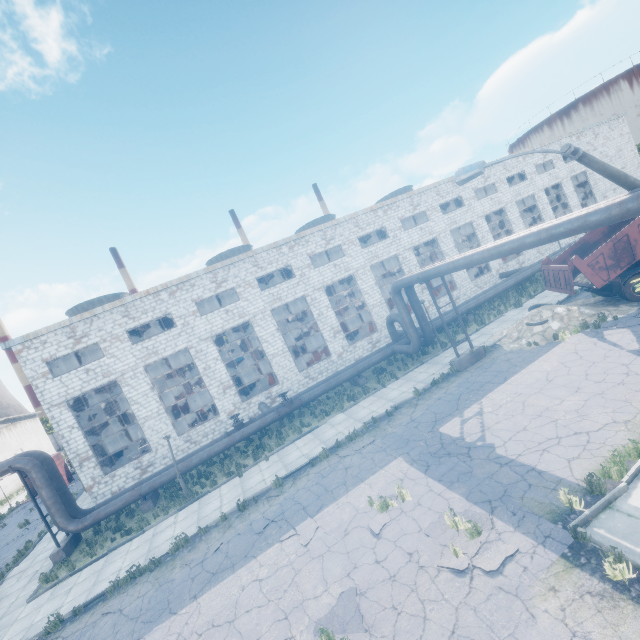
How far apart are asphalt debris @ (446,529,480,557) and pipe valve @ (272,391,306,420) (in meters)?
11.70

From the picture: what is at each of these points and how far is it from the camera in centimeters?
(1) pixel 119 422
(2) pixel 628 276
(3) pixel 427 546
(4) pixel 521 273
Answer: (1) door, 2966cm
(2) truck, 1438cm
(3) asphalt debris, 736cm
(4) pipe, 2589cm

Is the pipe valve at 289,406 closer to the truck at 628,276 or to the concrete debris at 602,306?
the concrete debris at 602,306

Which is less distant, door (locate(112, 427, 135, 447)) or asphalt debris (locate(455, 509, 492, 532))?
asphalt debris (locate(455, 509, 492, 532))

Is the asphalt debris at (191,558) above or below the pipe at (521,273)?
below

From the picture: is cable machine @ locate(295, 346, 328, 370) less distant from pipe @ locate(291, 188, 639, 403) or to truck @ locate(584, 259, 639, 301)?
pipe @ locate(291, 188, 639, 403)

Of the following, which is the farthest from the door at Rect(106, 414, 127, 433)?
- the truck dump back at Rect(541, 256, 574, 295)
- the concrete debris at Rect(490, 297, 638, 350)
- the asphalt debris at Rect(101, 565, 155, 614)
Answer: the truck dump back at Rect(541, 256, 574, 295)

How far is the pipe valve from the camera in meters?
18.6 m
